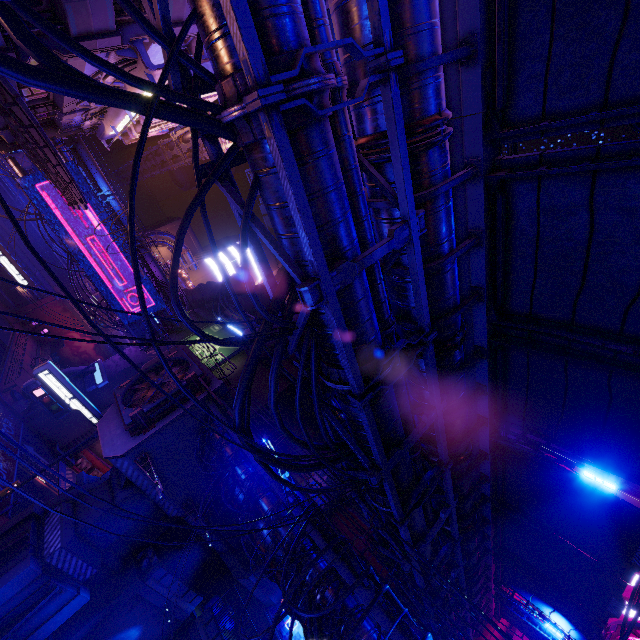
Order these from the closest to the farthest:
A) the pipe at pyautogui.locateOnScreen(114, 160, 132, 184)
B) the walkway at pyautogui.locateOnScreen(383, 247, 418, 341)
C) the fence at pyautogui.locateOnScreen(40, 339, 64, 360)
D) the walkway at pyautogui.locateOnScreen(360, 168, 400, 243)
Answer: the walkway at pyautogui.locateOnScreen(360, 168, 400, 243) → the walkway at pyautogui.locateOnScreen(383, 247, 418, 341) → the fence at pyautogui.locateOnScreen(40, 339, 64, 360) → the pipe at pyautogui.locateOnScreen(114, 160, 132, 184)

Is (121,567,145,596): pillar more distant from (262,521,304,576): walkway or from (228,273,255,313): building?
(228,273,255,313): building

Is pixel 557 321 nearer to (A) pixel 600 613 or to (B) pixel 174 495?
(A) pixel 600 613

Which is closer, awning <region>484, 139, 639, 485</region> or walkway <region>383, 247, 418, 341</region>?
awning <region>484, 139, 639, 485</region>

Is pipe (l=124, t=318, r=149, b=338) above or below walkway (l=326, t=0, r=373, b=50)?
below

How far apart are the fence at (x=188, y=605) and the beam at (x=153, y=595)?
0.0m

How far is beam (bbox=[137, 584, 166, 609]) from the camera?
17.7m

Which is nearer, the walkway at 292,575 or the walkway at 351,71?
the walkway at 351,71
